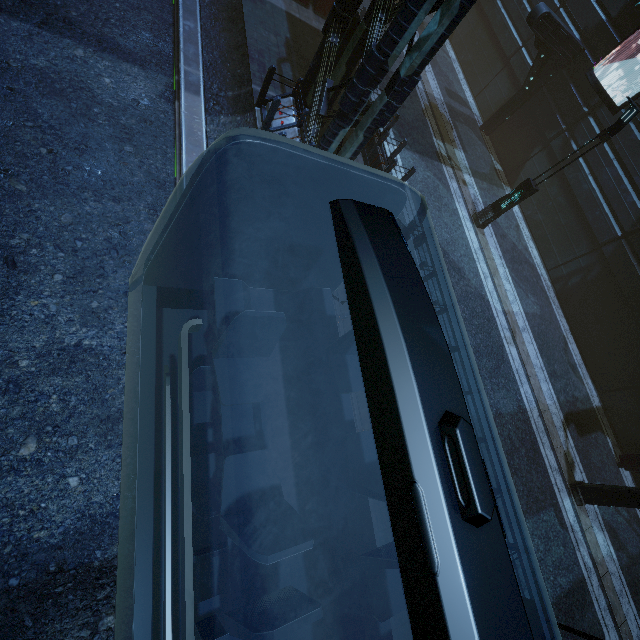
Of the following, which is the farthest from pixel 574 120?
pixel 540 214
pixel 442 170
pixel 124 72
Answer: pixel 124 72

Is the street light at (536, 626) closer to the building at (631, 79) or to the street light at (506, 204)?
the building at (631, 79)

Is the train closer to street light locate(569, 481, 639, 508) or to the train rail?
the train rail

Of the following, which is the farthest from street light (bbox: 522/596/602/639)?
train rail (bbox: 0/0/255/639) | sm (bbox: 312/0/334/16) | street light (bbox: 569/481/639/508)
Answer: sm (bbox: 312/0/334/16)

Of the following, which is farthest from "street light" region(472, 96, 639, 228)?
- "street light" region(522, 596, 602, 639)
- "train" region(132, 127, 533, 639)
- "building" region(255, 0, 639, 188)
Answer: "street light" region(522, 596, 602, 639)

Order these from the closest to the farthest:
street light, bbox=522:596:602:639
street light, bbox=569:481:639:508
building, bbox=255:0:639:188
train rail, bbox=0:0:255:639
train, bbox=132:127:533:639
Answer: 1. train, bbox=132:127:533:639
2. street light, bbox=522:596:602:639
3. train rail, bbox=0:0:255:639
4. building, bbox=255:0:639:188
5. street light, bbox=569:481:639:508

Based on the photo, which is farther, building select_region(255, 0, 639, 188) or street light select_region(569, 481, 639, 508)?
street light select_region(569, 481, 639, 508)

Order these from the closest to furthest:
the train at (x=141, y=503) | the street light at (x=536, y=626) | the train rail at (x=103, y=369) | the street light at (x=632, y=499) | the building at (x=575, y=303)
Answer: the train at (x=141, y=503) → the street light at (x=536, y=626) → the train rail at (x=103, y=369) → the street light at (x=632, y=499) → the building at (x=575, y=303)
